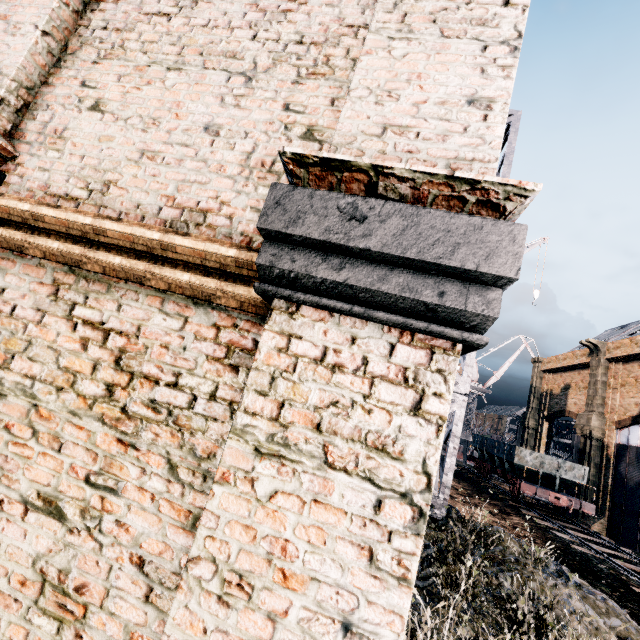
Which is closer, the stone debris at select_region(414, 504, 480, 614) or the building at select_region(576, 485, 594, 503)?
the stone debris at select_region(414, 504, 480, 614)

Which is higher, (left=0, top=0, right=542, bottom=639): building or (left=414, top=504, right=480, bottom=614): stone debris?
(left=0, top=0, right=542, bottom=639): building

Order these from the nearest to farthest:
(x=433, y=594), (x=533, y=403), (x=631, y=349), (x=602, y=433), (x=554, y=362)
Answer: (x=433, y=594), (x=631, y=349), (x=602, y=433), (x=554, y=362), (x=533, y=403)

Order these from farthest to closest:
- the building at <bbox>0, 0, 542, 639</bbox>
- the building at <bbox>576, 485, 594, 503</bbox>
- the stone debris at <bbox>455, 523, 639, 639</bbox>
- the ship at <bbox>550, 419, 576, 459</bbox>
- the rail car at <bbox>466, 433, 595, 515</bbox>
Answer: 1. the ship at <bbox>550, 419, 576, 459</bbox>
2. the building at <bbox>576, 485, 594, 503</bbox>
3. the rail car at <bbox>466, 433, 595, 515</bbox>
4. the stone debris at <bbox>455, 523, 639, 639</bbox>
5. the building at <bbox>0, 0, 542, 639</bbox>

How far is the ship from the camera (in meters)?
50.12

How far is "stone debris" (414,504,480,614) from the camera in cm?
697

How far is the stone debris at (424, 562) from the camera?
6.97m

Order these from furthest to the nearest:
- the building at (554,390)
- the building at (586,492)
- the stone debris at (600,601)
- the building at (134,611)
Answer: the building at (586,492) < the building at (554,390) < the stone debris at (600,601) < the building at (134,611)
